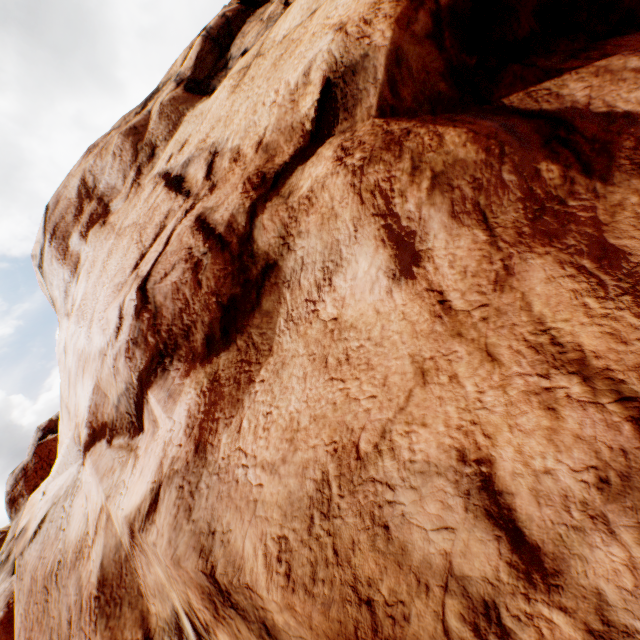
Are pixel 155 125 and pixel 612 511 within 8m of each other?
no
